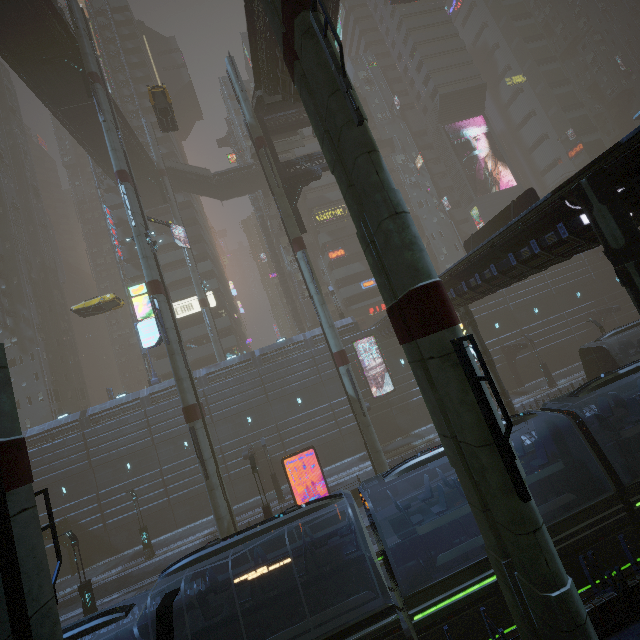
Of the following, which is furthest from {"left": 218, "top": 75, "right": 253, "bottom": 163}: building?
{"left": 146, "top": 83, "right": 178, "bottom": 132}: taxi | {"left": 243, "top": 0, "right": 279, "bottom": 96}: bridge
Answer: {"left": 146, "top": 83, "right": 178, "bottom": 132}: taxi

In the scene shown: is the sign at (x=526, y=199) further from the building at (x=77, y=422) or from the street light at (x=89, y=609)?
the street light at (x=89, y=609)

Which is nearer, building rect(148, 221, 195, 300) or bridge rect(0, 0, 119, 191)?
bridge rect(0, 0, 119, 191)

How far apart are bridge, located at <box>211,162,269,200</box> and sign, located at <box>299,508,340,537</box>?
41.0 meters

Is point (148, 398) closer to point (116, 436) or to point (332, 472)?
point (116, 436)

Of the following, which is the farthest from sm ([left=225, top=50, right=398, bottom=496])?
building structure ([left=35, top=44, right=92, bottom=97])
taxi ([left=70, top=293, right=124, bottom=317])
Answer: taxi ([left=70, top=293, right=124, bottom=317])

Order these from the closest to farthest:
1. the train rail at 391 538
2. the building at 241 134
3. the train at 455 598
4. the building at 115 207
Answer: the train at 455 598 → the train rail at 391 538 → the building at 115 207 → the building at 241 134

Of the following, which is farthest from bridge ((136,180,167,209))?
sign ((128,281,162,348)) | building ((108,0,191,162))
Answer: sign ((128,281,162,348))
